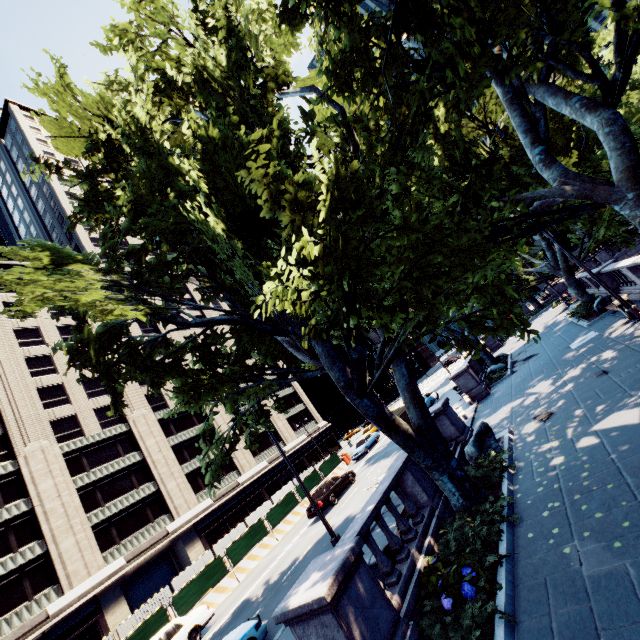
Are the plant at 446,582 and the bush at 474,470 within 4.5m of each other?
yes

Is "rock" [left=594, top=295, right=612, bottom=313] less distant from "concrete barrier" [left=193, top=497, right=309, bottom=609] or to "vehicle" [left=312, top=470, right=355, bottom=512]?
"vehicle" [left=312, top=470, right=355, bottom=512]

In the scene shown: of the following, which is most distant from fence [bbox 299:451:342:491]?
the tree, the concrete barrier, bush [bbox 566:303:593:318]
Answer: bush [bbox 566:303:593:318]

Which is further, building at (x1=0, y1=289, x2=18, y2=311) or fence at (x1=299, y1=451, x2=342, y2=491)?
building at (x1=0, y1=289, x2=18, y2=311)

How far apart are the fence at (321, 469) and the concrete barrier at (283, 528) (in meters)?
0.00

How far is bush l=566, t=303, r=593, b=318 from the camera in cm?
2080

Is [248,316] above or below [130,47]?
below

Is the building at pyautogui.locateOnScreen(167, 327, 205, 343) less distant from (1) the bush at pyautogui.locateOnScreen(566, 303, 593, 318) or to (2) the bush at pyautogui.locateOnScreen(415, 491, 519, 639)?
(2) the bush at pyautogui.locateOnScreen(415, 491, 519, 639)
